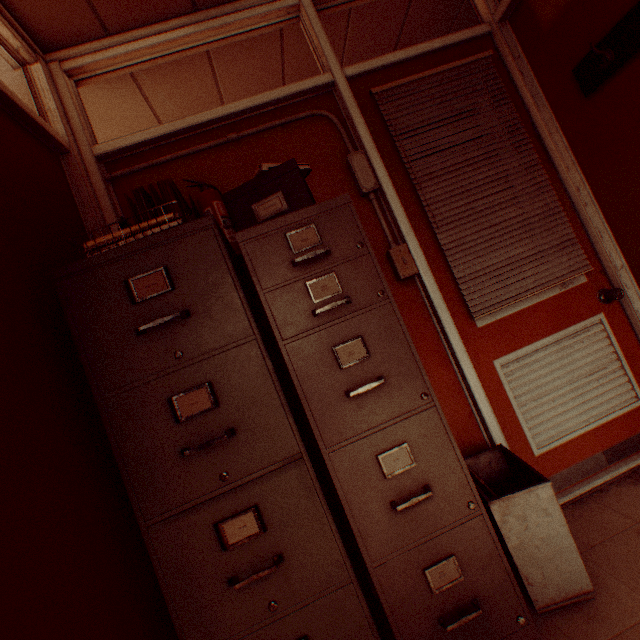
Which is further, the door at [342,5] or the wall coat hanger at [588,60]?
the door at [342,5]

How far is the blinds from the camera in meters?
1.9

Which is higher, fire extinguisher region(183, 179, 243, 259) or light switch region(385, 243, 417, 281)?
fire extinguisher region(183, 179, 243, 259)

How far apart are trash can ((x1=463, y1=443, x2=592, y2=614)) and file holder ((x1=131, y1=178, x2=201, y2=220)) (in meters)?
1.74

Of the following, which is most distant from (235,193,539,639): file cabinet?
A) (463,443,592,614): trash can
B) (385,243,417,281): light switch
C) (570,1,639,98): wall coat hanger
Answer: (570,1,639,98): wall coat hanger

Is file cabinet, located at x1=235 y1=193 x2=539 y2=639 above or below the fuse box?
below

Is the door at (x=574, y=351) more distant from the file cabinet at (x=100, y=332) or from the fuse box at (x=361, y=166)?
the file cabinet at (x=100, y=332)

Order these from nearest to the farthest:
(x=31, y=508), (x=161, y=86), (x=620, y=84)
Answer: (x=31, y=508), (x=620, y=84), (x=161, y=86)
